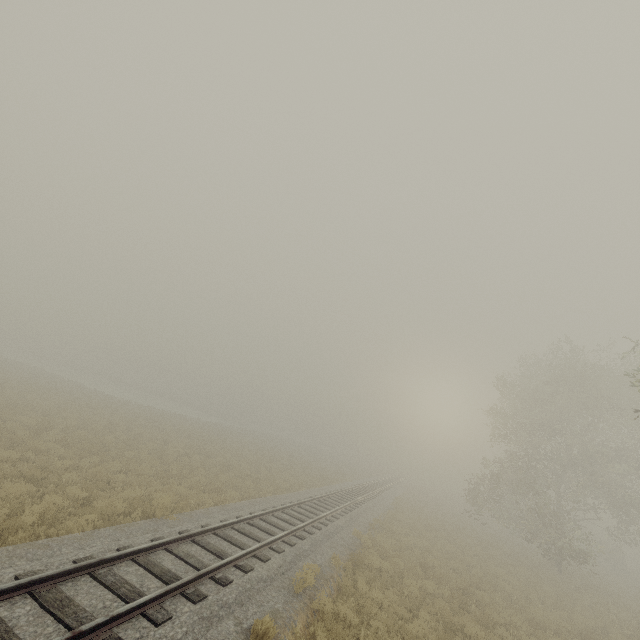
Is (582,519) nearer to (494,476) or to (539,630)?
(494,476)
